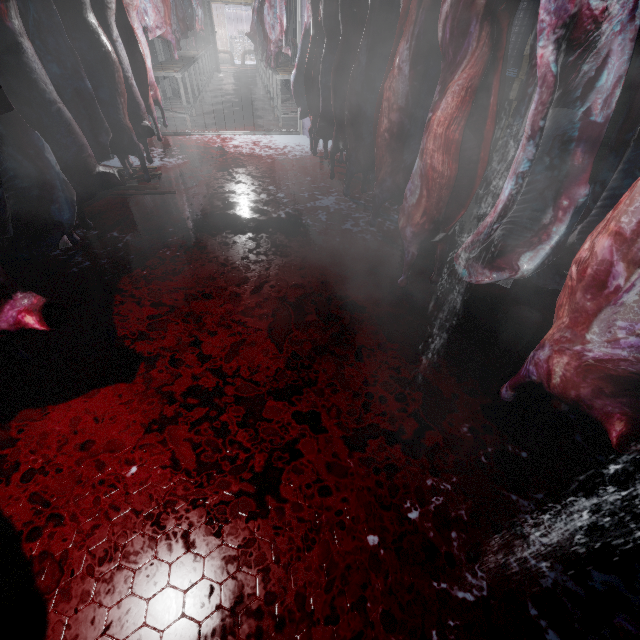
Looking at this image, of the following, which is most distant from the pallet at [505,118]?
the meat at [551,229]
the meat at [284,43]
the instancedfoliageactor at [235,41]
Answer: the instancedfoliageactor at [235,41]

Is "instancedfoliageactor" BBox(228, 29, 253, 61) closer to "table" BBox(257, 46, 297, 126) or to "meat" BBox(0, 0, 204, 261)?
"table" BBox(257, 46, 297, 126)

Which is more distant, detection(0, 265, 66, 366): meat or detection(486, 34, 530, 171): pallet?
detection(486, 34, 530, 171): pallet

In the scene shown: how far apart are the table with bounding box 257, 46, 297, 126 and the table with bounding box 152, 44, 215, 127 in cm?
158

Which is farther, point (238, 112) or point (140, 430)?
point (238, 112)

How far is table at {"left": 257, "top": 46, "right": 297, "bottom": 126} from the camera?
5.7m

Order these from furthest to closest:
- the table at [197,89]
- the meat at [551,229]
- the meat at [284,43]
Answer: the table at [197,89]
the meat at [284,43]
the meat at [551,229]

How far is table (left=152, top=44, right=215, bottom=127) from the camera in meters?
5.5
